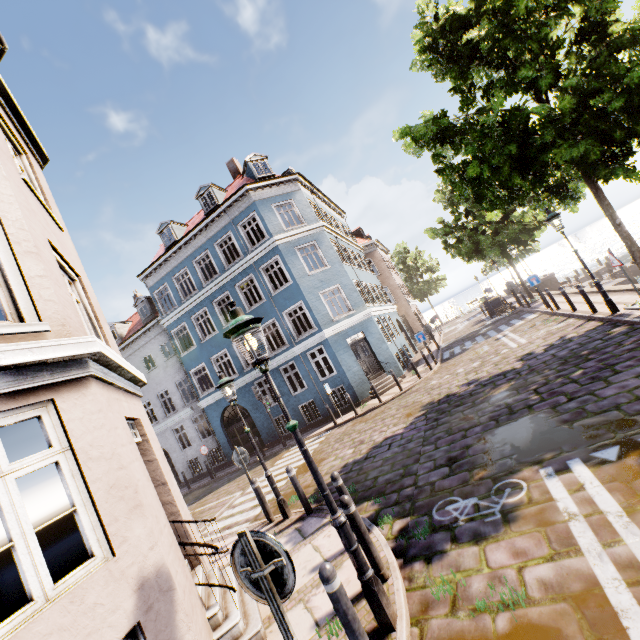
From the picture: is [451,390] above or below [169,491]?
below

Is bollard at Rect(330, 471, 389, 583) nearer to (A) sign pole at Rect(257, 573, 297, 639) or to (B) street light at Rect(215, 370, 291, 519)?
(A) sign pole at Rect(257, 573, 297, 639)

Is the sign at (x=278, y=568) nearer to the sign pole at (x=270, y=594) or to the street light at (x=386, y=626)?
the sign pole at (x=270, y=594)

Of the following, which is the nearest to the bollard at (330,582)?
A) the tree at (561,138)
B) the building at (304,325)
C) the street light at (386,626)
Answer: the street light at (386,626)

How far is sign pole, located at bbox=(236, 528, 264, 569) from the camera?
2.3m

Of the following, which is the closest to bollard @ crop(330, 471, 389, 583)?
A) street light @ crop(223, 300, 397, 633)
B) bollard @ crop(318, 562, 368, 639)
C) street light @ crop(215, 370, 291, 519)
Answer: street light @ crop(223, 300, 397, 633)

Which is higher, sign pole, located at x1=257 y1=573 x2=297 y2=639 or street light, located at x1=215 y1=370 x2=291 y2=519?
street light, located at x1=215 y1=370 x2=291 y2=519

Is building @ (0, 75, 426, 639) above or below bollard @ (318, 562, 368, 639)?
above
